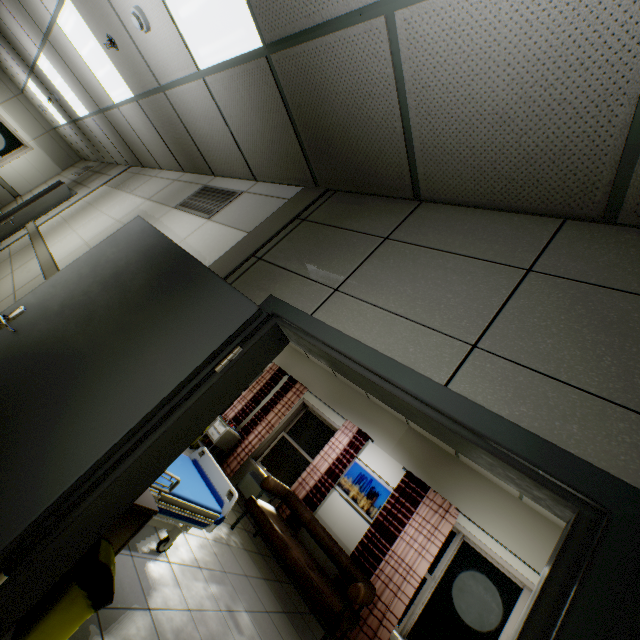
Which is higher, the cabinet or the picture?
the picture

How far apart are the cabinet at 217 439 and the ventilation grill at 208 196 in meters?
4.7 m

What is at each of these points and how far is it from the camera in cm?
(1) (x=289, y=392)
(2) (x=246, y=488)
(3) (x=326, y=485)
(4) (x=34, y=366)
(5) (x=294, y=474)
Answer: (1) curtain, 757
(2) radiator, 644
(3) curtain, 586
(4) door, 185
(5) window, 653

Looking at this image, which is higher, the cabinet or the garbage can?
the cabinet

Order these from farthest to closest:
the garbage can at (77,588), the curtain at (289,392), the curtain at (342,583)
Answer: the curtain at (289,392)
the curtain at (342,583)
the garbage can at (77,588)

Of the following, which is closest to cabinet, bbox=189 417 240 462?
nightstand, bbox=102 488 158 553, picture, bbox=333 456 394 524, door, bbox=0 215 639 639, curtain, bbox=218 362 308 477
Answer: curtain, bbox=218 362 308 477

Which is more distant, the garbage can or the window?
the window

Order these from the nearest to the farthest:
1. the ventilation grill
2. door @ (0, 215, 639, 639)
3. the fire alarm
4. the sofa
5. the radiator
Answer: door @ (0, 215, 639, 639)
the fire alarm
the ventilation grill
the sofa
the radiator
